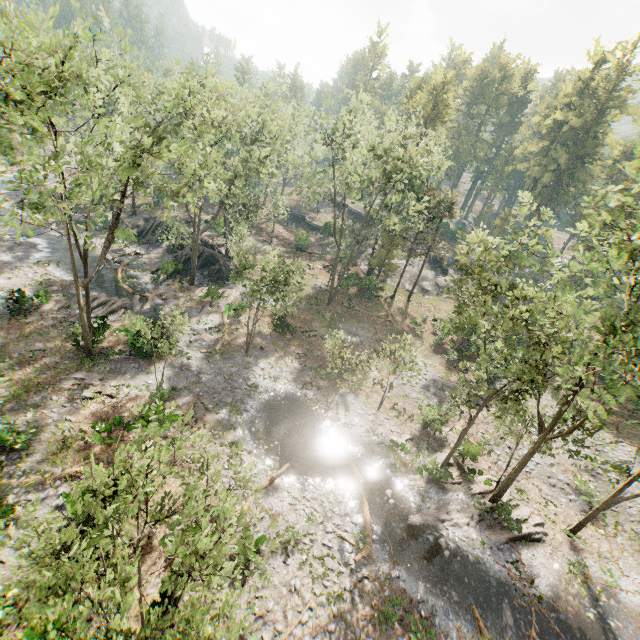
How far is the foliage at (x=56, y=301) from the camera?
24.8m

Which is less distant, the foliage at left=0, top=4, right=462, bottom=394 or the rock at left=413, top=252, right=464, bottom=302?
the foliage at left=0, top=4, right=462, bottom=394

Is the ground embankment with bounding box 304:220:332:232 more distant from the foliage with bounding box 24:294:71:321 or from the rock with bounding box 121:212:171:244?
the rock with bounding box 121:212:171:244

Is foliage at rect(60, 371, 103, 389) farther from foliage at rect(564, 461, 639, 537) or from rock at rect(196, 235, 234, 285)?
rock at rect(196, 235, 234, 285)

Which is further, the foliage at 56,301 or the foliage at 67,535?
the foliage at 56,301

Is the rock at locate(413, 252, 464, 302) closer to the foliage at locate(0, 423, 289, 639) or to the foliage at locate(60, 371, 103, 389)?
the foliage at locate(0, 423, 289, 639)

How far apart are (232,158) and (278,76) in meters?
42.6 m

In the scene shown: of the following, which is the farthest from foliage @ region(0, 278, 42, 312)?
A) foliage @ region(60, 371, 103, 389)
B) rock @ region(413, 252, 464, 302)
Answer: foliage @ region(60, 371, 103, 389)
